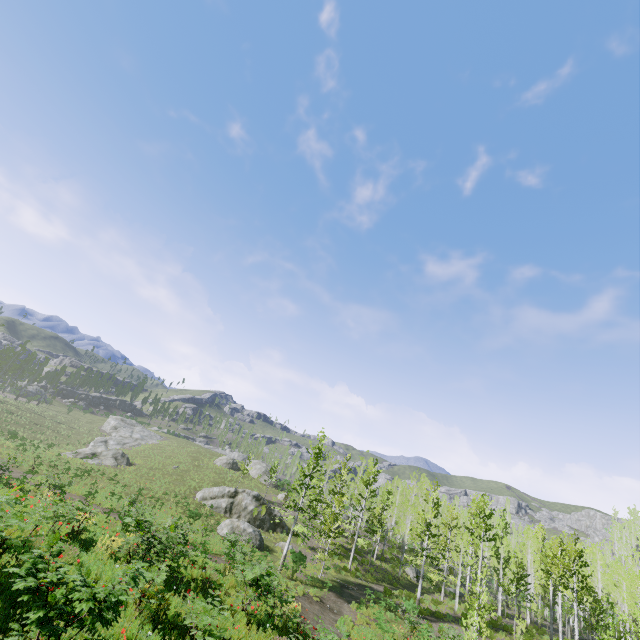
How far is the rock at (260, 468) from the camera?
53.0m

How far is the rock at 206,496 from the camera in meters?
28.2 m

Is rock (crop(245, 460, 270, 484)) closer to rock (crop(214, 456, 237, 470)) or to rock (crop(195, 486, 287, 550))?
rock (crop(214, 456, 237, 470))

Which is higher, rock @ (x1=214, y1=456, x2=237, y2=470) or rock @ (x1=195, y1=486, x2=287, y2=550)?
rock @ (x1=214, y1=456, x2=237, y2=470)

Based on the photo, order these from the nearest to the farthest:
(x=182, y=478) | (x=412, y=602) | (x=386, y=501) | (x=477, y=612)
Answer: (x=477, y=612), (x=412, y=602), (x=182, y=478), (x=386, y=501)

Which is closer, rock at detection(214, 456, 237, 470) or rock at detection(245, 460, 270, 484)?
rock at detection(214, 456, 237, 470)

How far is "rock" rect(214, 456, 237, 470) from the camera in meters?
52.2 m
